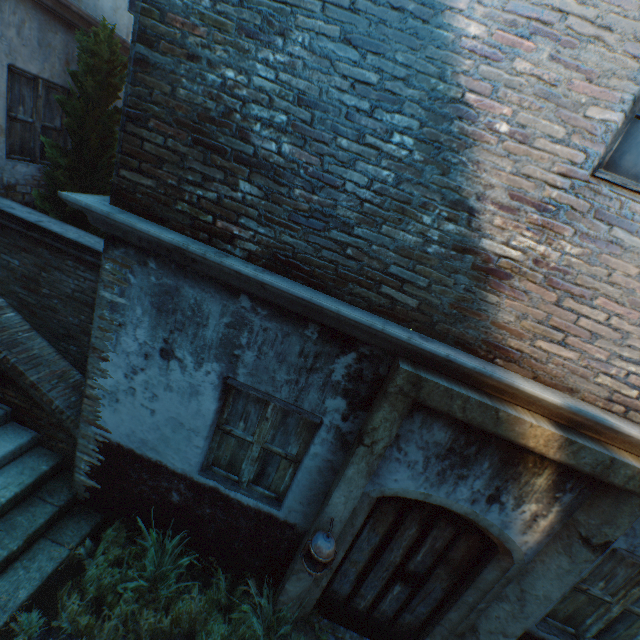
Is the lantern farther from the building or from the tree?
the tree

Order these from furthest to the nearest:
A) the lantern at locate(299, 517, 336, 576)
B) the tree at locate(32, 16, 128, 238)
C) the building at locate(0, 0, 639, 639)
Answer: the tree at locate(32, 16, 128, 238) < the lantern at locate(299, 517, 336, 576) < the building at locate(0, 0, 639, 639)

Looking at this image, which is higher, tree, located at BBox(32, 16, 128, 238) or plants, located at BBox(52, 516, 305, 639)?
tree, located at BBox(32, 16, 128, 238)

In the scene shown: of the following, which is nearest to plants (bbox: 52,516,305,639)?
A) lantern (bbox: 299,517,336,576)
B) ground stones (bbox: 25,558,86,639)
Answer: ground stones (bbox: 25,558,86,639)

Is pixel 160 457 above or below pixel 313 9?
below

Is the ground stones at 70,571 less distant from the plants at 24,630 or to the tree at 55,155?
the plants at 24,630

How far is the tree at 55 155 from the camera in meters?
4.7 m

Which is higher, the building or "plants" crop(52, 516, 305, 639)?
the building
